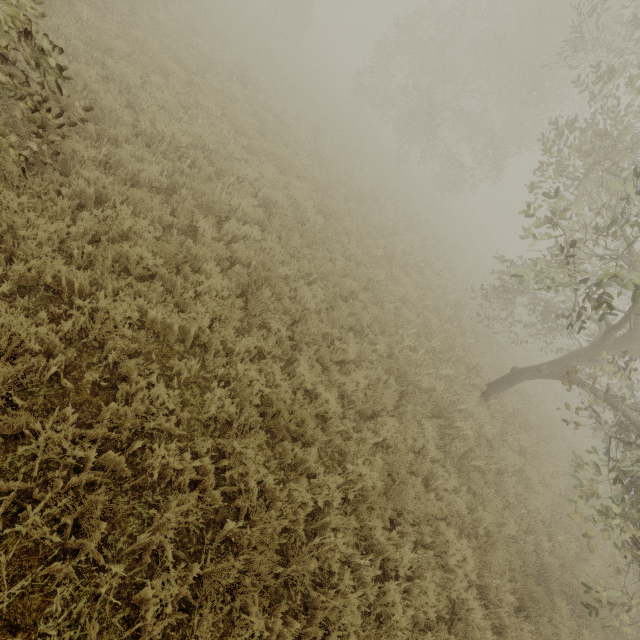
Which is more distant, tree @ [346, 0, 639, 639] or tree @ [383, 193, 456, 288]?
tree @ [383, 193, 456, 288]

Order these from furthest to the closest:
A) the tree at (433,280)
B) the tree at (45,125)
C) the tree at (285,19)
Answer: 1. the tree at (285,19)
2. the tree at (433,280)
3. the tree at (45,125)

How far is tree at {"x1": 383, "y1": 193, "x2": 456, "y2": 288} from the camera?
12.4m

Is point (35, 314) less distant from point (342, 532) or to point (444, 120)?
point (342, 532)

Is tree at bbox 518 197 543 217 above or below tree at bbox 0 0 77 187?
above

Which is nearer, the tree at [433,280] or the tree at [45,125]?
the tree at [45,125]
